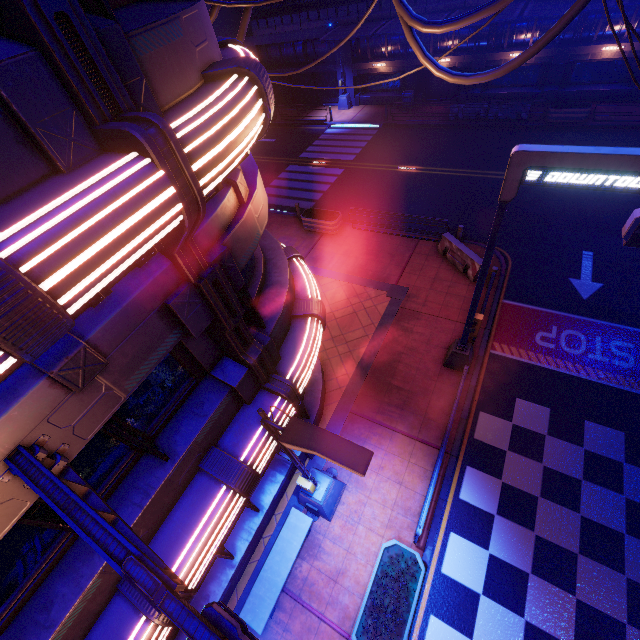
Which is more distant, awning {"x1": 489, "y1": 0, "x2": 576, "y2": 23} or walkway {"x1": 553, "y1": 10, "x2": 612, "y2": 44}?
walkway {"x1": 553, "y1": 10, "x2": 612, "y2": 44}

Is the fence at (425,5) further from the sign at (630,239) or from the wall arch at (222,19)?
the sign at (630,239)

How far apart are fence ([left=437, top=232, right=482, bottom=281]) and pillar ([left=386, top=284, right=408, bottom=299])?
2.4m

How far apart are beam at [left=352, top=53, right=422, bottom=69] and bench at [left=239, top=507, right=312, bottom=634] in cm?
3001

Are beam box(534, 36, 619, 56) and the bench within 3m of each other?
no

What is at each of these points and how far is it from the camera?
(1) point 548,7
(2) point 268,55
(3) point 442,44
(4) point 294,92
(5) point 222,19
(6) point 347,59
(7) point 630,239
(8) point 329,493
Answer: (1) awning, 17.59m
(2) walkway, 29.69m
(3) walkway, 23.50m
(4) vent, 31.27m
(5) wall arch, 27.16m
(6) column, 26.70m
(7) sign, 5.98m
(8) street light, 8.57m

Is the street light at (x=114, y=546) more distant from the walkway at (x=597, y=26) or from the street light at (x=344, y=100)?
the street light at (x=344, y=100)

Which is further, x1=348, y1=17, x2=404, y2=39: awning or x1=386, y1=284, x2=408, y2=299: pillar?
x1=348, y1=17, x2=404, y2=39: awning
